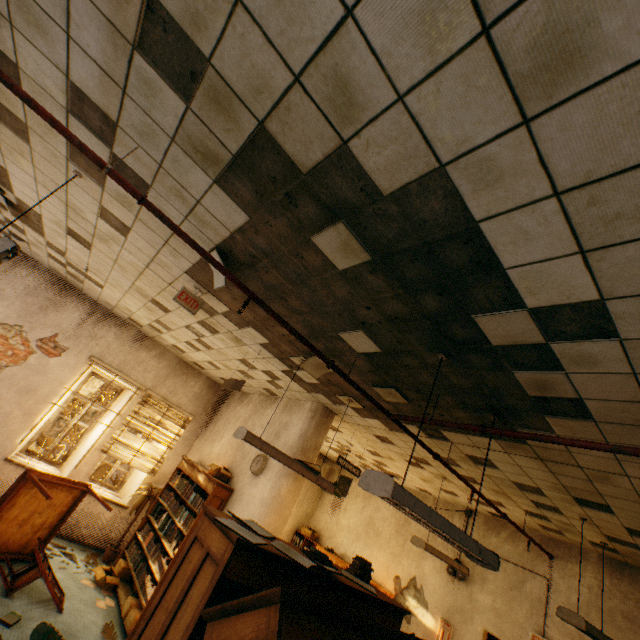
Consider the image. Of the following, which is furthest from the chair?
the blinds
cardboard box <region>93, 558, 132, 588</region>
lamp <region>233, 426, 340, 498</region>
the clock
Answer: lamp <region>233, 426, 340, 498</region>

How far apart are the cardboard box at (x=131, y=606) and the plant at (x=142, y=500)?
1.4 meters

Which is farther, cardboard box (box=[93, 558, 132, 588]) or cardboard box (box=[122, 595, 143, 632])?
cardboard box (box=[93, 558, 132, 588])

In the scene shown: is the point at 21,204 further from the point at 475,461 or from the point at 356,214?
the point at 475,461

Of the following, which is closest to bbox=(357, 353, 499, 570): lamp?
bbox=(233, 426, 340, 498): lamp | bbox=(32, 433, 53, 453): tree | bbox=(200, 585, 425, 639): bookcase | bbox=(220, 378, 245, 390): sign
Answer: bbox=(200, 585, 425, 639): bookcase

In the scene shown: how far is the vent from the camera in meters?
9.4 m

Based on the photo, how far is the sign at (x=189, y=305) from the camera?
3.65m

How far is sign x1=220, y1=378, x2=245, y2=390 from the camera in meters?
4.2
